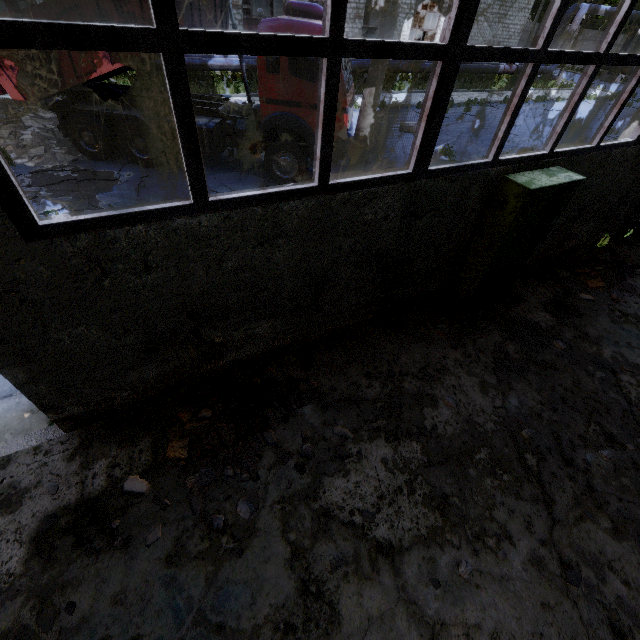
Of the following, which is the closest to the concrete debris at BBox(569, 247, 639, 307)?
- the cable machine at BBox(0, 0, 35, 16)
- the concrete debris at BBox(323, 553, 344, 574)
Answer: the concrete debris at BBox(323, 553, 344, 574)

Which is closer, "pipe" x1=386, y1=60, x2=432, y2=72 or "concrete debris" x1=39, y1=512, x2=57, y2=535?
"concrete debris" x1=39, y1=512, x2=57, y2=535

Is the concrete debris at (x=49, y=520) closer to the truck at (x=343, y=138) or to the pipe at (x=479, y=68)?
the pipe at (x=479, y=68)

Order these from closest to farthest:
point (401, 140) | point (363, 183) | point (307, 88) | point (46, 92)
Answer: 1. point (363, 183)
2. point (307, 88)
3. point (46, 92)
4. point (401, 140)

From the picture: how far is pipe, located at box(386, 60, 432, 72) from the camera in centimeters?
2202cm

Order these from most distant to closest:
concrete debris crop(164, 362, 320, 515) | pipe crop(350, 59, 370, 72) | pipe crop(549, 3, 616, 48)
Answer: pipe crop(549, 3, 616, 48) < pipe crop(350, 59, 370, 72) < concrete debris crop(164, 362, 320, 515)

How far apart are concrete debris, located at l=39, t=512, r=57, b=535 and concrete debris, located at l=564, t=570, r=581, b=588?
5.46m

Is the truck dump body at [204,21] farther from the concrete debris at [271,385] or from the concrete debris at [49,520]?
the concrete debris at [49,520]
